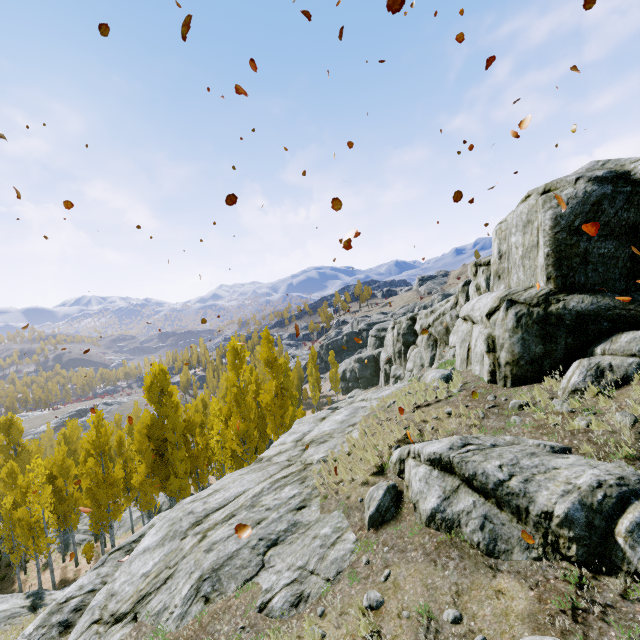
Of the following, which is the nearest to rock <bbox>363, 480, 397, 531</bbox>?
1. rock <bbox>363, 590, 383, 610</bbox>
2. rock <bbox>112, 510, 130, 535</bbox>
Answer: rock <bbox>363, 590, 383, 610</bbox>

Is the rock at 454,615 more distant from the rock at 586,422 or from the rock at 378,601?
the rock at 378,601

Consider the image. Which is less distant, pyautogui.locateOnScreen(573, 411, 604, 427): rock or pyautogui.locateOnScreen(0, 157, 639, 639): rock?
pyautogui.locateOnScreen(573, 411, 604, 427): rock

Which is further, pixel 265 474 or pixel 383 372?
pixel 383 372

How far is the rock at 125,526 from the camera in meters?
31.0

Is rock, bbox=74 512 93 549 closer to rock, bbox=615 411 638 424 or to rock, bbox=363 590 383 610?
rock, bbox=615 411 638 424

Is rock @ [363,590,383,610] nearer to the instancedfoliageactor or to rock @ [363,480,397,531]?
rock @ [363,480,397,531]

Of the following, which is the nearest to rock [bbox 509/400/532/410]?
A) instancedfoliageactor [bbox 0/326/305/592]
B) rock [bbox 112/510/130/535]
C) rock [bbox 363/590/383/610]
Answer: instancedfoliageactor [bbox 0/326/305/592]
